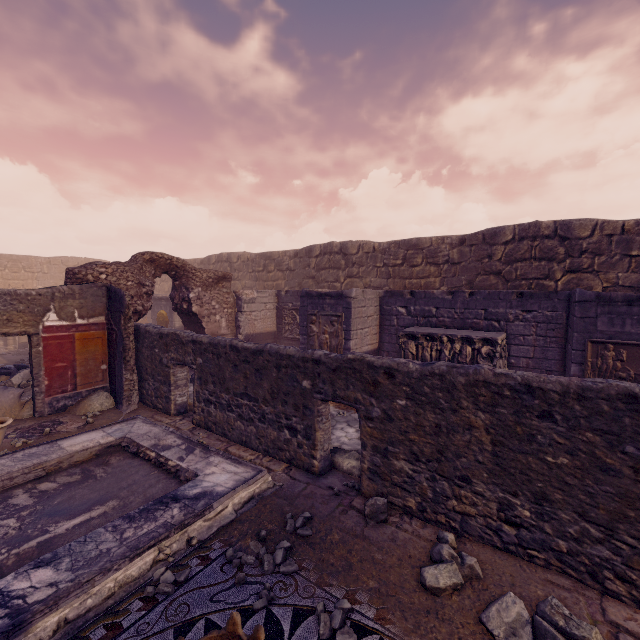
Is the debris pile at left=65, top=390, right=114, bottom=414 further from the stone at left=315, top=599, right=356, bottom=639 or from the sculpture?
the sculpture

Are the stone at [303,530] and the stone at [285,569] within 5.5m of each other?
yes

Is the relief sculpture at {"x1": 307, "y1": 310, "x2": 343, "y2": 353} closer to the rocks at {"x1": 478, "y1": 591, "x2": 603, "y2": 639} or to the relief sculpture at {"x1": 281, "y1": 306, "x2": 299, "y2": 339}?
the relief sculpture at {"x1": 281, "y1": 306, "x2": 299, "y2": 339}

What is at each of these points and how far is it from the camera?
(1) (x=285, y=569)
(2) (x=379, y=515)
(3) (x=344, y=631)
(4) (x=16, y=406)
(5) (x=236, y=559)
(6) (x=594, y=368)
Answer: (1) stone, 3.1m
(2) rocks, 3.9m
(3) stone, 2.5m
(4) debris pile, 6.8m
(5) stone, 3.2m
(6) relief sculpture, 6.2m

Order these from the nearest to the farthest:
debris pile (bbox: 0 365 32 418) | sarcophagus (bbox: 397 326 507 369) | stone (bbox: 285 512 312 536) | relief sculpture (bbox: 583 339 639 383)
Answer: stone (bbox: 285 512 312 536)
relief sculpture (bbox: 583 339 639 383)
debris pile (bbox: 0 365 32 418)
sarcophagus (bbox: 397 326 507 369)

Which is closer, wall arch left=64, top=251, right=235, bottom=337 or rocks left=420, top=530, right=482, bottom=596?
rocks left=420, top=530, right=482, bottom=596

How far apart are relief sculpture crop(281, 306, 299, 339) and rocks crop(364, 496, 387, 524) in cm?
806

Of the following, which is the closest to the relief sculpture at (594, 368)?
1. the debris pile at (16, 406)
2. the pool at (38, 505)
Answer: the pool at (38, 505)
